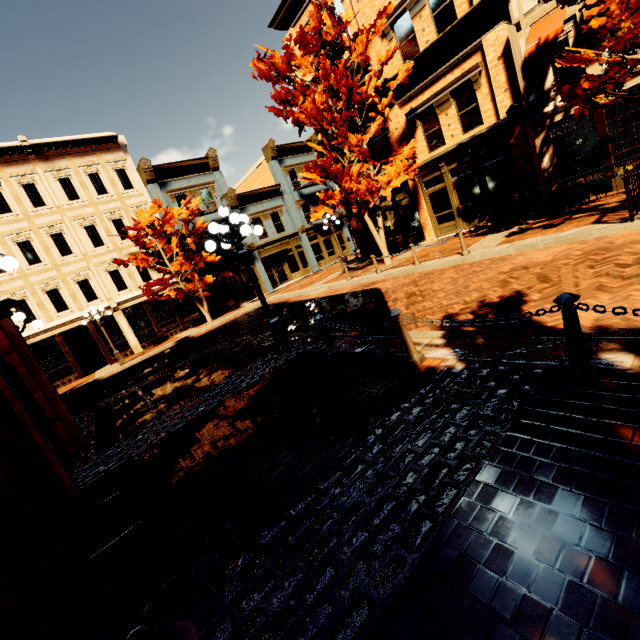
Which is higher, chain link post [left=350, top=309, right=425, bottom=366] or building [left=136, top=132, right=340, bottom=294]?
building [left=136, top=132, right=340, bottom=294]

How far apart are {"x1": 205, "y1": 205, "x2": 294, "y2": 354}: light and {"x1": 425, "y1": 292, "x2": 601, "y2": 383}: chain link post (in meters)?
5.57

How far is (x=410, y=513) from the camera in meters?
2.4

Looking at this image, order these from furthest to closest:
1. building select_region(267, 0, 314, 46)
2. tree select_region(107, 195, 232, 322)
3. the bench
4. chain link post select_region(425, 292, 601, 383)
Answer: tree select_region(107, 195, 232, 322) → building select_region(267, 0, 314, 46) → chain link post select_region(425, 292, 601, 383) → the bench

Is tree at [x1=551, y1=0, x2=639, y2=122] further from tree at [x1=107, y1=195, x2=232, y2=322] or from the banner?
tree at [x1=107, y1=195, x2=232, y2=322]

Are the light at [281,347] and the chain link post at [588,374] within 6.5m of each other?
yes

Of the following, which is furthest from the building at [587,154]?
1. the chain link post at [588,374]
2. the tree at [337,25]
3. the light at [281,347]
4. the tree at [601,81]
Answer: the chain link post at [588,374]

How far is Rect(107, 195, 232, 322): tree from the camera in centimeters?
1934cm
